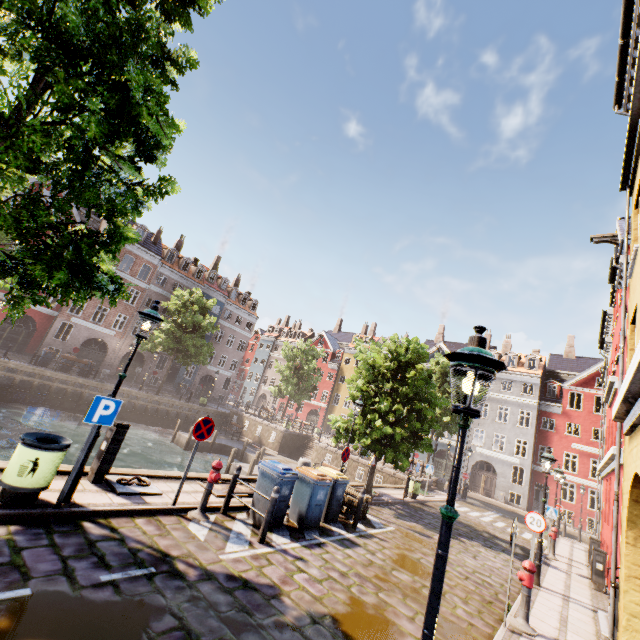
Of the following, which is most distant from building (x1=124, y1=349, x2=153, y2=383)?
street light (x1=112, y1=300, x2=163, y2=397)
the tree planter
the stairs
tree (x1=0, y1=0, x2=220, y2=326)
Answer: the tree planter

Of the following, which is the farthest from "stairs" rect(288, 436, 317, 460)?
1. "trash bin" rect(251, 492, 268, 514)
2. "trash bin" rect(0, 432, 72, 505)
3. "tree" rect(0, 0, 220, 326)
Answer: "trash bin" rect(0, 432, 72, 505)

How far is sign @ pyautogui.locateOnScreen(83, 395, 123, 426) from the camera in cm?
570

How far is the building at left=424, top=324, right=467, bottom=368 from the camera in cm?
4156

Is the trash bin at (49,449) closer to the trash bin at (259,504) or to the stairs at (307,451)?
the trash bin at (259,504)

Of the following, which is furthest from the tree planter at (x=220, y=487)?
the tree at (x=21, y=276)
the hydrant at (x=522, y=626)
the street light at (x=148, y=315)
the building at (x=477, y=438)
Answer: the building at (x=477, y=438)

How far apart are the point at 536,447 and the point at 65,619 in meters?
39.5 m
